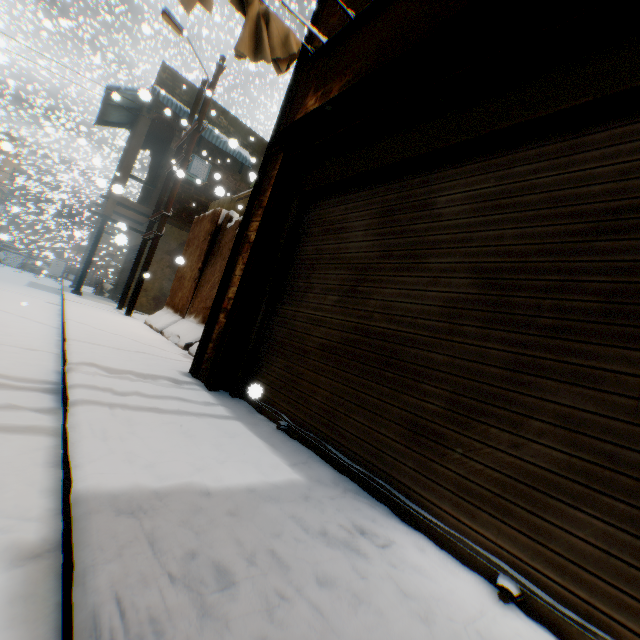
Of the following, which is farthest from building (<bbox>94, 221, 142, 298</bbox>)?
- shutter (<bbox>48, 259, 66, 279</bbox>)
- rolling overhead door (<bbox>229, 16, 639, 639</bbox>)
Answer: shutter (<bbox>48, 259, 66, 279</bbox>)

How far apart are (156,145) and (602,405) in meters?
20.6

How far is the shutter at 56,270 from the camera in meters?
23.8

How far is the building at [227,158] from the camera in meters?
13.3

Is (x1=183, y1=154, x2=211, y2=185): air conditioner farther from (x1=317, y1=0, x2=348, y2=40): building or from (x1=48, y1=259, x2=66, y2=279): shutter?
(x1=48, y1=259, x2=66, y2=279): shutter

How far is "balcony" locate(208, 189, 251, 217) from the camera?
8.54m

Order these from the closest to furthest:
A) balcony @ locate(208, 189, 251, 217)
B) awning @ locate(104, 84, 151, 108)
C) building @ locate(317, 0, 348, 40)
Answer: building @ locate(317, 0, 348, 40), awning @ locate(104, 84, 151, 108), balcony @ locate(208, 189, 251, 217)
